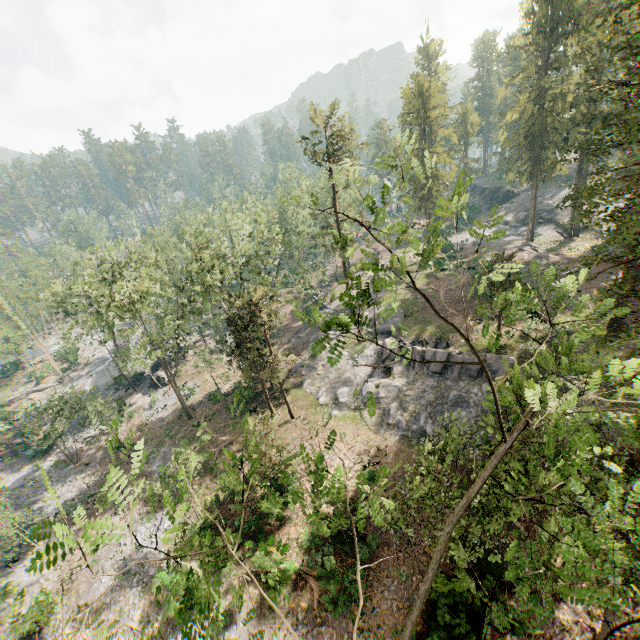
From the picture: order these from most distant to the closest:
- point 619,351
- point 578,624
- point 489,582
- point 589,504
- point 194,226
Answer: point 194,226, point 619,351, point 489,582, point 578,624, point 589,504

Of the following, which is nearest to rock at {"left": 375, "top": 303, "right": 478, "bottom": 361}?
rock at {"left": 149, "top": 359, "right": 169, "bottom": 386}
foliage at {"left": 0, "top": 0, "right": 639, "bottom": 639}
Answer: foliage at {"left": 0, "top": 0, "right": 639, "bottom": 639}

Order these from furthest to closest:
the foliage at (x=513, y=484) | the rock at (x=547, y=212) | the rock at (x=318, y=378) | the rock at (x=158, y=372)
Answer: the rock at (x=547, y=212) < the rock at (x=158, y=372) < the rock at (x=318, y=378) < the foliage at (x=513, y=484)

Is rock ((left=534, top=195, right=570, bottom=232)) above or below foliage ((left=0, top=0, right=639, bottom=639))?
below

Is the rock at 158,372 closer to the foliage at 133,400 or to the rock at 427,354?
the foliage at 133,400

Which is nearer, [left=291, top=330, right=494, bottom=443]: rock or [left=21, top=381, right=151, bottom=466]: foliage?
[left=291, top=330, right=494, bottom=443]: rock

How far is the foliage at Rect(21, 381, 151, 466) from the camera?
30.89m

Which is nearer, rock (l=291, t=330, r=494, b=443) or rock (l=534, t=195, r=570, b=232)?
rock (l=291, t=330, r=494, b=443)
